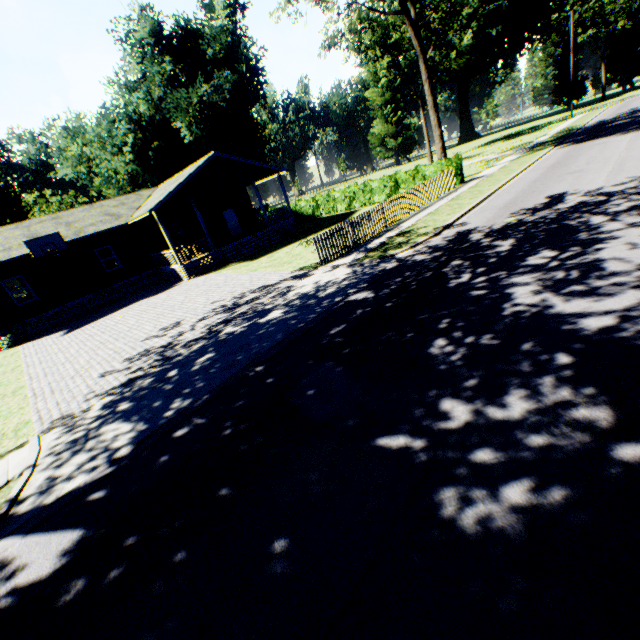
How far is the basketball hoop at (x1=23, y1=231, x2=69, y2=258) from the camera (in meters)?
17.77

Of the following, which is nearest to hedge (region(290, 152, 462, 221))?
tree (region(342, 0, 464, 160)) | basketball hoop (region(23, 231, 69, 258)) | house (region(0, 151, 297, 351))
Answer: tree (region(342, 0, 464, 160))

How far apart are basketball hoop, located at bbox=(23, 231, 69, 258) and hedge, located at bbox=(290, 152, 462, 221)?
18.96m

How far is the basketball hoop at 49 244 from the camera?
17.77m

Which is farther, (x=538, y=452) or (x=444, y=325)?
(x=444, y=325)

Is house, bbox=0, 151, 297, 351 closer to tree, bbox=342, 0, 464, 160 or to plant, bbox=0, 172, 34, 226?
tree, bbox=342, 0, 464, 160

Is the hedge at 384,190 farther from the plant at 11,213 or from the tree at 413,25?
the plant at 11,213

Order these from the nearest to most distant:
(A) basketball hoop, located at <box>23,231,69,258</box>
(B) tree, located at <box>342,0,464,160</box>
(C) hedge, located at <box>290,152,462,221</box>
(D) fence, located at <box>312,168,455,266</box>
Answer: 1. (D) fence, located at <box>312,168,455,266</box>
2. (A) basketball hoop, located at <box>23,231,69,258</box>
3. (B) tree, located at <box>342,0,464,160</box>
4. (C) hedge, located at <box>290,152,462,221</box>
